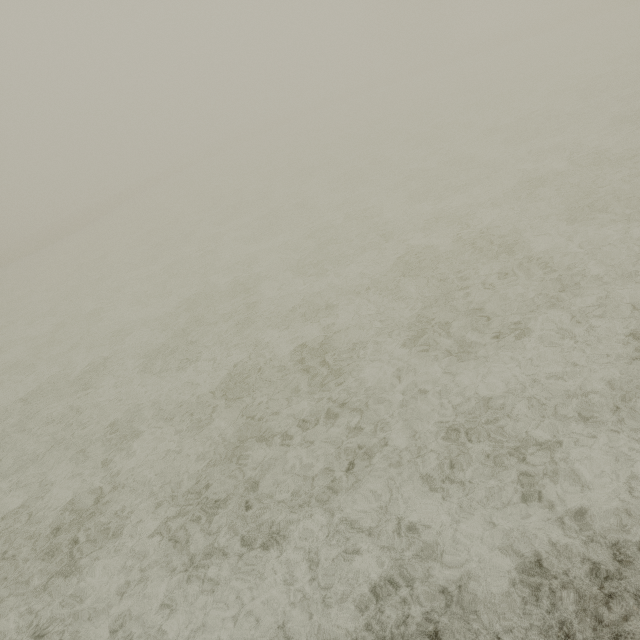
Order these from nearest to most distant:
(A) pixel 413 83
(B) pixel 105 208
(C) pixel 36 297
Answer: (C) pixel 36 297
(B) pixel 105 208
(A) pixel 413 83
